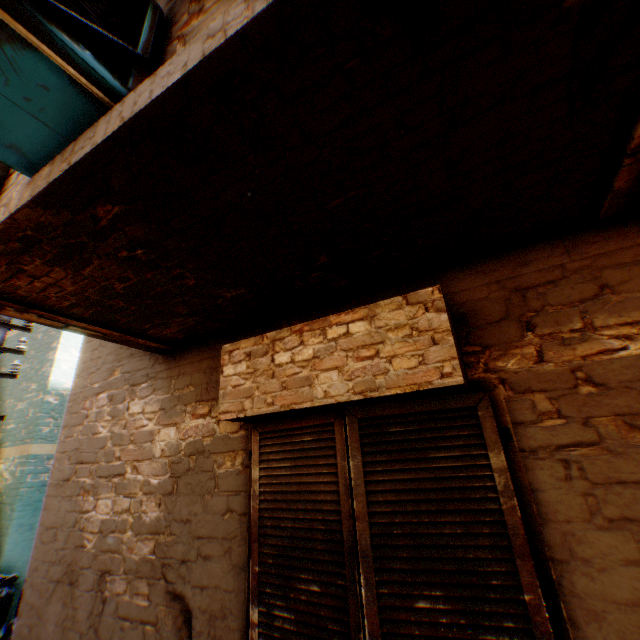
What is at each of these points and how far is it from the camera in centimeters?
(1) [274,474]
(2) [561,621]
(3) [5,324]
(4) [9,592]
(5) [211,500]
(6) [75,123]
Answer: (1) shutter, 224cm
(2) shutter hinge, 143cm
(3) electric pole, 505cm
(4) trash bag, 542cm
(5) building, 256cm
(6) air conditioner, 143cm

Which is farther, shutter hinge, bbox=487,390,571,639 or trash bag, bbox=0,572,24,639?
trash bag, bbox=0,572,24,639

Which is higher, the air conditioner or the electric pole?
the electric pole

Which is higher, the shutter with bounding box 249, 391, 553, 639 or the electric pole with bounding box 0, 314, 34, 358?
the electric pole with bounding box 0, 314, 34, 358

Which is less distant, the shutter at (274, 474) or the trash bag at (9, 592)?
the shutter at (274, 474)

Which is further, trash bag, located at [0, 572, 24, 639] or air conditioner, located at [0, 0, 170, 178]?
trash bag, located at [0, 572, 24, 639]

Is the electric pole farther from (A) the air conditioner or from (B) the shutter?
(B) the shutter

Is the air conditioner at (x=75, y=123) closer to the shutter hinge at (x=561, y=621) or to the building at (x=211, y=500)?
the building at (x=211, y=500)
